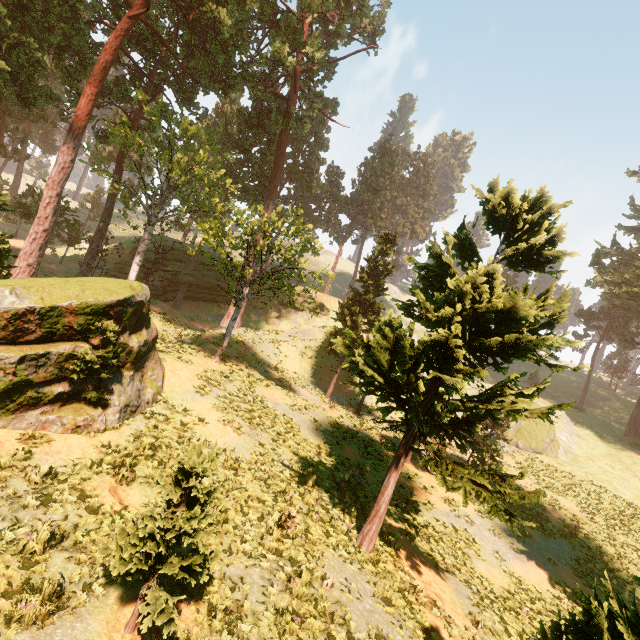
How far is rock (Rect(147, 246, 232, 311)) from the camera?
39.03m

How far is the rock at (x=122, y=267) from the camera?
38.4 meters

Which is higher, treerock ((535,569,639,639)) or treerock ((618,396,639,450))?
treerock ((618,396,639,450))

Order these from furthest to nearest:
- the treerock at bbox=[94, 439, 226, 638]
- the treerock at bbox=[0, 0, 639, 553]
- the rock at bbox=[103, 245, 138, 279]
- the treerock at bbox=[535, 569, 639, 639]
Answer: the rock at bbox=[103, 245, 138, 279] → the treerock at bbox=[0, 0, 639, 553] → the treerock at bbox=[94, 439, 226, 638] → the treerock at bbox=[535, 569, 639, 639]

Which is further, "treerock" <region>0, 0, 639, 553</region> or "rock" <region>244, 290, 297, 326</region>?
"rock" <region>244, 290, 297, 326</region>

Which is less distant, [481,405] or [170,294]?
[481,405]
